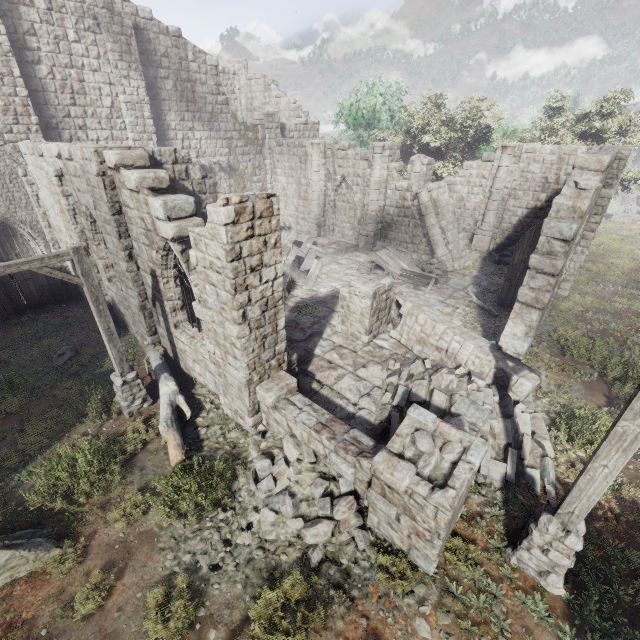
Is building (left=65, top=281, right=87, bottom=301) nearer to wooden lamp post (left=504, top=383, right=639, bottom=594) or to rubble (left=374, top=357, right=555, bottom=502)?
rubble (left=374, top=357, right=555, bottom=502)

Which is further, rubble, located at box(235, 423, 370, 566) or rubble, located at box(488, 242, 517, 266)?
rubble, located at box(488, 242, 517, 266)

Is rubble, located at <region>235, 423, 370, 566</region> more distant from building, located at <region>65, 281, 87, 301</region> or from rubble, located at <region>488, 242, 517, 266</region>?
rubble, located at <region>488, 242, 517, 266</region>

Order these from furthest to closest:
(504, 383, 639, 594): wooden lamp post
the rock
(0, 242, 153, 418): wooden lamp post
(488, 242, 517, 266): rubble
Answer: the rock → (488, 242, 517, 266): rubble → (0, 242, 153, 418): wooden lamp post → (504, 383, 639, 594): wooden lamp post

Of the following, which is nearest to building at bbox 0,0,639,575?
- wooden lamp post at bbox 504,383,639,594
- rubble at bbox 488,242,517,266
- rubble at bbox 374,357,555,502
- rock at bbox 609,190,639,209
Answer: rubble at bbox 374,357,555,502

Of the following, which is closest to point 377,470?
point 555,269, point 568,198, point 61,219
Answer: point 555,269

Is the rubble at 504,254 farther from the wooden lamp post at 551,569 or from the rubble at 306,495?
the rubble at 306,495

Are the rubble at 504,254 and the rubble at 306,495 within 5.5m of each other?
no
